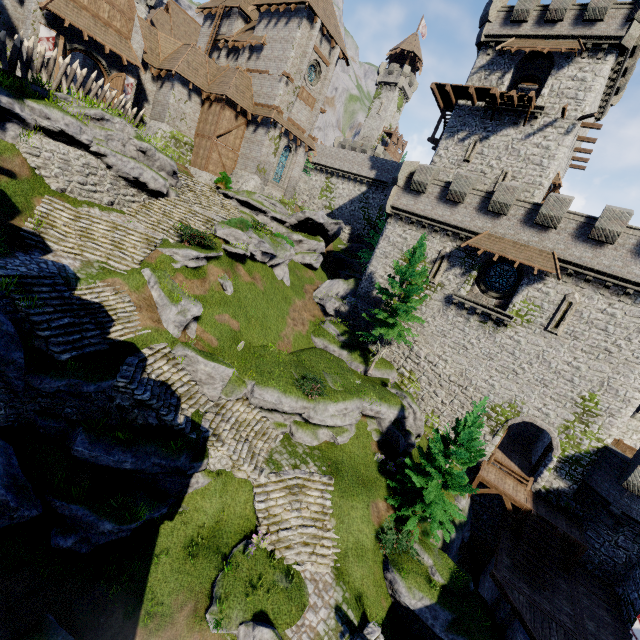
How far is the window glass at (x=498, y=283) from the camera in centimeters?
2266cm

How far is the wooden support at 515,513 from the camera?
19.4 meters

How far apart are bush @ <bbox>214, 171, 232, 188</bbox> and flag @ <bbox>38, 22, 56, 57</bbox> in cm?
1231

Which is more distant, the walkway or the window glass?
the walkway

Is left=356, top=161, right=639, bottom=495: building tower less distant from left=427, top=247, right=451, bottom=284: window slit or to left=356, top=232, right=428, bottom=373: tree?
left=427, top=247, right=451, bottom=284: window slit

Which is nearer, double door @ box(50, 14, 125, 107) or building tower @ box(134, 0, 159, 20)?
double door @ box(50, 14, 125, 107)

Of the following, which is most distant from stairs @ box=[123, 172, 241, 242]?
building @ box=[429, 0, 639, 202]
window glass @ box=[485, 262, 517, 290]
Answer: window glass @ box=[485, 262, 517, 290]

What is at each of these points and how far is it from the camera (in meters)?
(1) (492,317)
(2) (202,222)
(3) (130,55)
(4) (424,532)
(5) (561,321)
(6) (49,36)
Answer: (1) building tower, 22.27
(2) stairs, 21.83
(3) awning, 23.81
(4) bush, 16.77
(5) window slit, 20.41
(6) flag, 20.66
